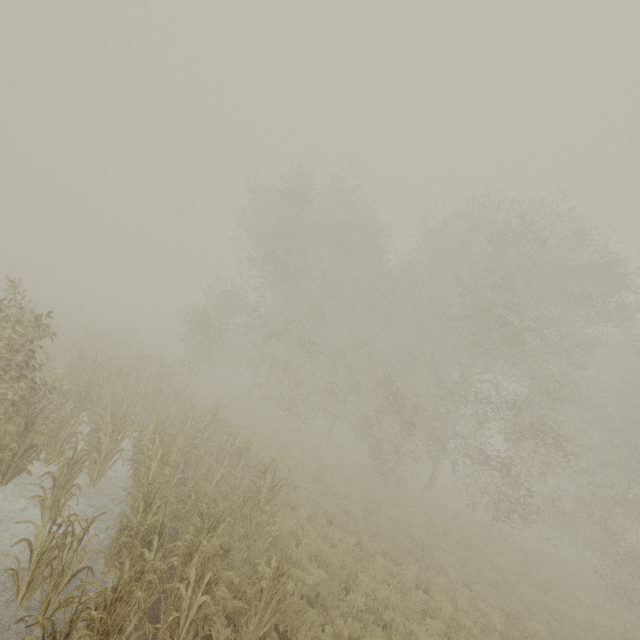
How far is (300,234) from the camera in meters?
21.5 m
